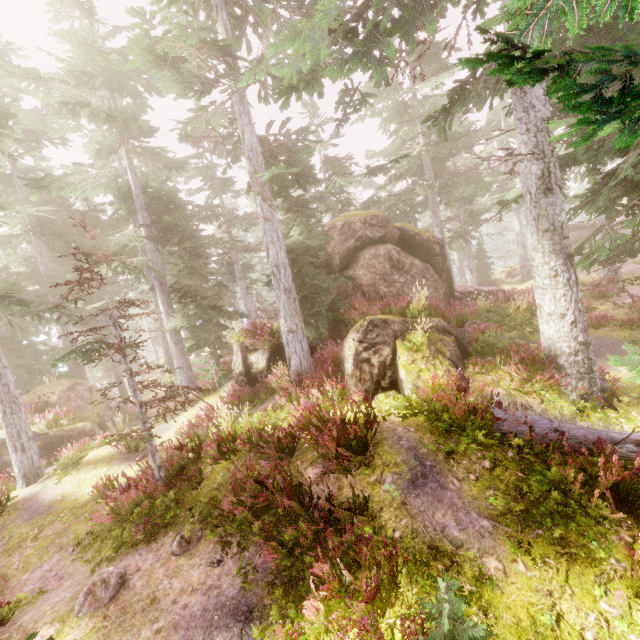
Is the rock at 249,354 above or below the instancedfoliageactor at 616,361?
below

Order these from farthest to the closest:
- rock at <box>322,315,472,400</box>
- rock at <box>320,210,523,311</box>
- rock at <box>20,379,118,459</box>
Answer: rock at <box>20,379,118,459</box>
rock at <box>320,210,523,311</box>
rock at <box>322,315,472,400</box>

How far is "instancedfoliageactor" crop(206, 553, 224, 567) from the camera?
5.5 meters

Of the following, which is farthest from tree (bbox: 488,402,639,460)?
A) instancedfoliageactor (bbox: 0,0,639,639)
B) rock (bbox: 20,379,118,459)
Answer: rock (bbox: 20,379,118,459)

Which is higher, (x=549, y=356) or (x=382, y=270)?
(x=382, y=270)

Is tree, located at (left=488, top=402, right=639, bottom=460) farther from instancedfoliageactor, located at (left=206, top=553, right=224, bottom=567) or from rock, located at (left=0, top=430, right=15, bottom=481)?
rock, located at (left=0, top=430, right=15, bottom=481)

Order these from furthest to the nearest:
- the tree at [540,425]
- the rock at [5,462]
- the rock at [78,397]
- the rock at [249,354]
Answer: the rock at [78,397], the rock at [5,462], the rock at [249,354], the tree at [540,425]
